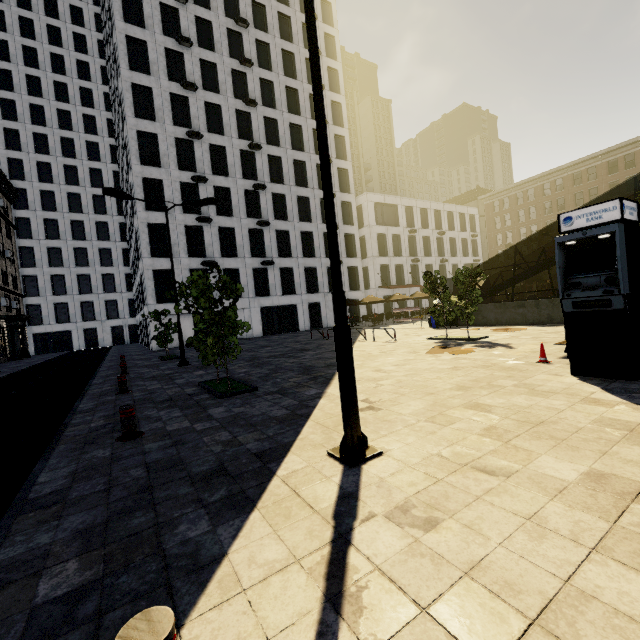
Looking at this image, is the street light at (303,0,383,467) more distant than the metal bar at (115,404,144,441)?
No

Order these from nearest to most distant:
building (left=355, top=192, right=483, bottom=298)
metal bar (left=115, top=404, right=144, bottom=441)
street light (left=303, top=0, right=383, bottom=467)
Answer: street light (left=303, top=0, right=383, bottom=467), metal bar (left=115, top=404, right=144, bottom=441), building (left=355, top=192, right=483, bottom=298)

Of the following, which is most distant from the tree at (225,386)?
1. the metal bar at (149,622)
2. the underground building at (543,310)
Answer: the metal bar at (149,622)

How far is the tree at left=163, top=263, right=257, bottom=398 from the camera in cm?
767

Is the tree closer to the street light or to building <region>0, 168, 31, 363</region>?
building <region>0, 168, 31, 363</region>

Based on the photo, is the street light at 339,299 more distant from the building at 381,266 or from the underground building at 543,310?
the building at 381,266

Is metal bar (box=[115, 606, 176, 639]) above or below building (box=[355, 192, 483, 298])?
below

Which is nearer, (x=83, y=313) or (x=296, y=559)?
(x=296, y=559)
